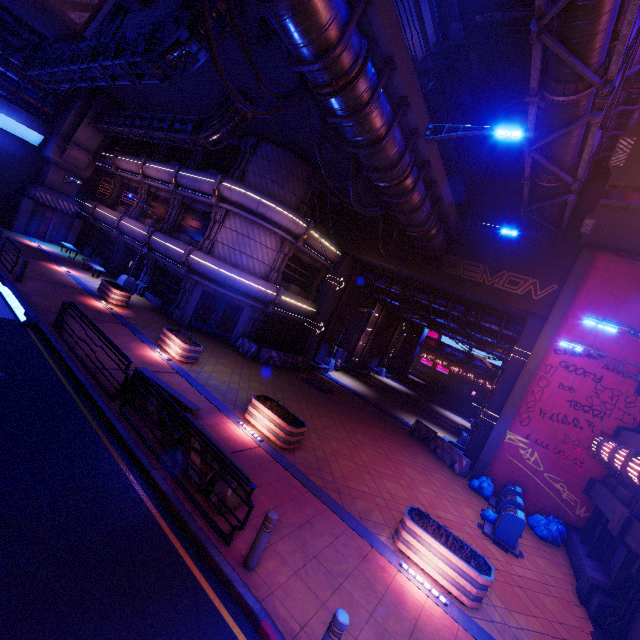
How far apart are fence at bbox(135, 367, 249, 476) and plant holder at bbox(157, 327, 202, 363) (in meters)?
3.95

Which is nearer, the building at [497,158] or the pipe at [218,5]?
the pipe at [218,5]

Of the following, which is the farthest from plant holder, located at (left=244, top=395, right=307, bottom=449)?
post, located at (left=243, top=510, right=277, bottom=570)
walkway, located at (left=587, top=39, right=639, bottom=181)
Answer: walkway, located at (left=587, top=39, right=639, bottom=181)

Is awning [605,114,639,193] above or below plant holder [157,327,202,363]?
above

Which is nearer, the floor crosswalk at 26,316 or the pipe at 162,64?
the pipe at 162,64

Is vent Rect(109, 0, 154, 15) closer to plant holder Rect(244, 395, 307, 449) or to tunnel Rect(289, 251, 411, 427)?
plant holder Rect(244, 395, 307, 449)

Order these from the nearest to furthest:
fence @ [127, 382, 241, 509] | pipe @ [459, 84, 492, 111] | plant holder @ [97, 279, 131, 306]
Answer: fence @ [127, 382, 241, 509] < plant holder @ [97, 279, 131, 306] < pipe @ [459, 84, 492, 111]

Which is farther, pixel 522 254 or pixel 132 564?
pixel 522 254
